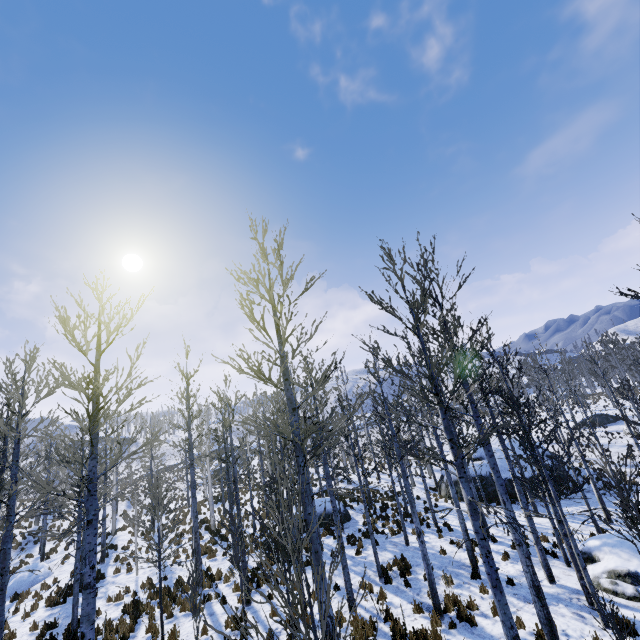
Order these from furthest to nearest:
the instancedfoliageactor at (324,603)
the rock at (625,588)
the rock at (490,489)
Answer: the rock at (490,489) → the rock at (625,588) → the instancedfoliageactor at (324,603)

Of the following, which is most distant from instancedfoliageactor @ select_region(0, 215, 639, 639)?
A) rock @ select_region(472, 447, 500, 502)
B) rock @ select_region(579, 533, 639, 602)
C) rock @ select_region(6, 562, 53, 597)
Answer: rock @ select_region(472, 447, 500, 502)

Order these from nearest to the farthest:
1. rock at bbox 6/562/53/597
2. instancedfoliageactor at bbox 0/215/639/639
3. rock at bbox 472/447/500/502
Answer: instancedfoliageactor at bbox 0/215/639/639 < rock at bbox 6/562/53/597 < rock at bbox 472/447/500/502

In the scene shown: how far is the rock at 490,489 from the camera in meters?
21.2 m

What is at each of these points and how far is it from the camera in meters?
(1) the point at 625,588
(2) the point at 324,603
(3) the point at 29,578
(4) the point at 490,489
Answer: (1) rock, 9.6 m
(2) instancedfoliageactor, 5.1 m
(3) rock, 17.9 m
(4) rock, 21.4 m

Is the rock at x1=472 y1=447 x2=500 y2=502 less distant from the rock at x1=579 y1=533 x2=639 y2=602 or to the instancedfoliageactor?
the instancedfoliageactor
